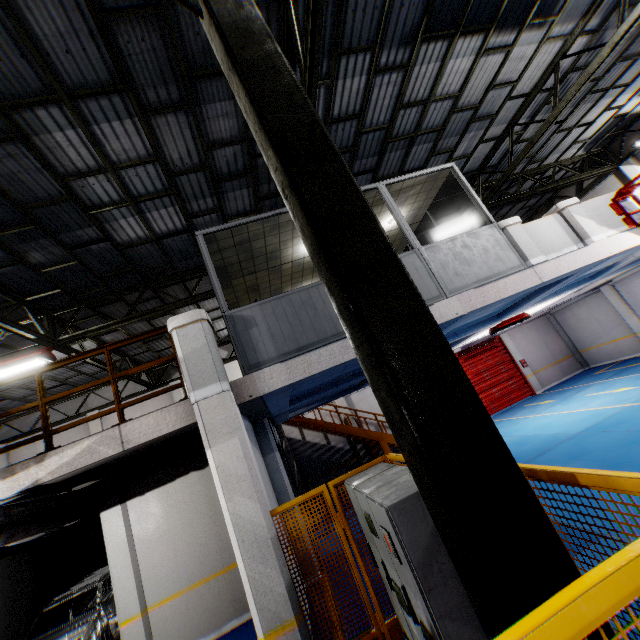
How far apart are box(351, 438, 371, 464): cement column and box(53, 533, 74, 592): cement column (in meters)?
11.38

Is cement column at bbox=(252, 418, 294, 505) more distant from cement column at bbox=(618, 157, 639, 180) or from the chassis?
cement column at bbox=(618, 157, 639, 180)

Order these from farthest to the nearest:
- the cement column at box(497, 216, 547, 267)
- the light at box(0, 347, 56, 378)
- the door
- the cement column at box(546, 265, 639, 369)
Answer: the door → the cement column at box(546, 265, 639, 369) → the light at box(0, 347, 56, 378) → the cement column at box(497, 216, 547, 267)

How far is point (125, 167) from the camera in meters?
6.5

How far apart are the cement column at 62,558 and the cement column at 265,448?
8.20m

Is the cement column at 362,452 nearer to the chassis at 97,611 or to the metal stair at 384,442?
the metal stair at 384,442

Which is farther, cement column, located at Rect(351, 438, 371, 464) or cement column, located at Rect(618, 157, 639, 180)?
cement column, located at Rect(351, 438, 371, 464)

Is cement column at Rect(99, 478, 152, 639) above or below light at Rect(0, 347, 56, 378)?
below
